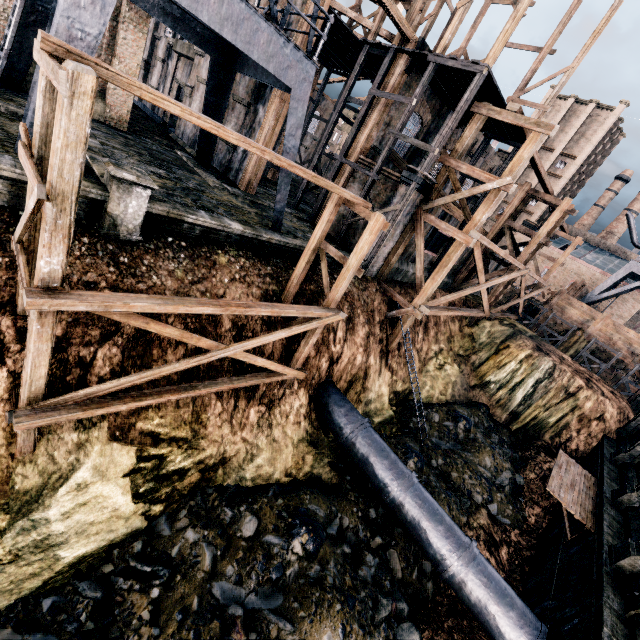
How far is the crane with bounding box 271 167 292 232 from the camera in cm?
1413

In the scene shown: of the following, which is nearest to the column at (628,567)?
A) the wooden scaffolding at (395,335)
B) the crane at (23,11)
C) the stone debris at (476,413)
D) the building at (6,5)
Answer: the building at (6,5)

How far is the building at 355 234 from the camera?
20.3m

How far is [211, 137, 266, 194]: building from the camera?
19.6 meters

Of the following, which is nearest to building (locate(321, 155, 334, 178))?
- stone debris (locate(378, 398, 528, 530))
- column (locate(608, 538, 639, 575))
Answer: column (locate(608, 538, 639, 575))

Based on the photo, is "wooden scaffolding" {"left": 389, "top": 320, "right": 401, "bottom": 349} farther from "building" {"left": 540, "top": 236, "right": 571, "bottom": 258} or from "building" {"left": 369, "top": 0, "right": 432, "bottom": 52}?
"building" {"left": 540, "top": 236, "right": 571, "bottom": 258}

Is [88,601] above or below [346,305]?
below

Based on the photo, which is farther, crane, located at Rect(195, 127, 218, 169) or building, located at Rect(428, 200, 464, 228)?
building, located at Rect(428, 200, 464, 228)
